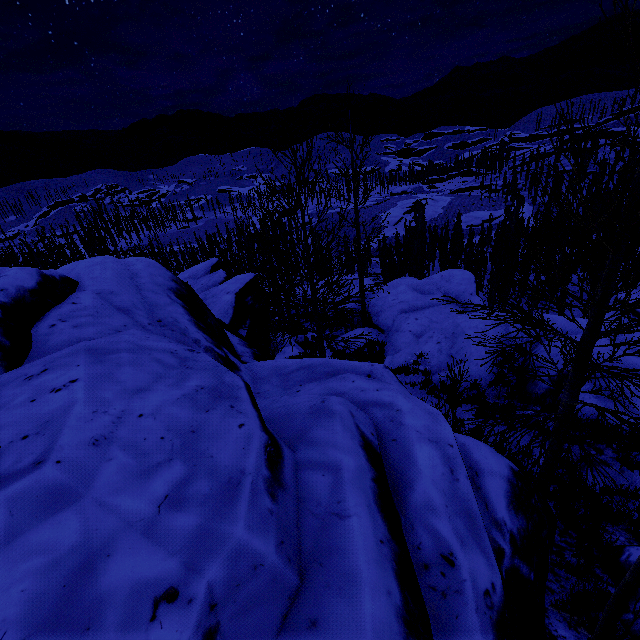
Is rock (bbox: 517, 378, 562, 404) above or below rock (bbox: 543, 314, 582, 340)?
below

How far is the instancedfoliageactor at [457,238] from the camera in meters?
45.2 m

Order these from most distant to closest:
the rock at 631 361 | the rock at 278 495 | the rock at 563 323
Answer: the rock at 563 323, the rock at 631 361, the rock at 278 495

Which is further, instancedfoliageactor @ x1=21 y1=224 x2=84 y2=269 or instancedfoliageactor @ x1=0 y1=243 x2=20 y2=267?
instancedfoliageactor @ x1=0 y1=243 x2=20 y2=267

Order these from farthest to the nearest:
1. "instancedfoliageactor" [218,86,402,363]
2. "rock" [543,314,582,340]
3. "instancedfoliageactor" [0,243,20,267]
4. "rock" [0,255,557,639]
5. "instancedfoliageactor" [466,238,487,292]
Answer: "instancedfoliageactor" [466,238,487,292] → "instancedfoliageactor" [0,243,20,267] → "rock" [543,314,582,340] → "instancedfoliageactor" [218,86,402,363] → "rock" [0,255,557,639]

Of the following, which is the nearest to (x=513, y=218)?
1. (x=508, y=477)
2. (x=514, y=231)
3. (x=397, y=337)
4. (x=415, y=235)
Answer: (x=514, y=231)

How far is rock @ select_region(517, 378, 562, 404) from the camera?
8.2 meters
